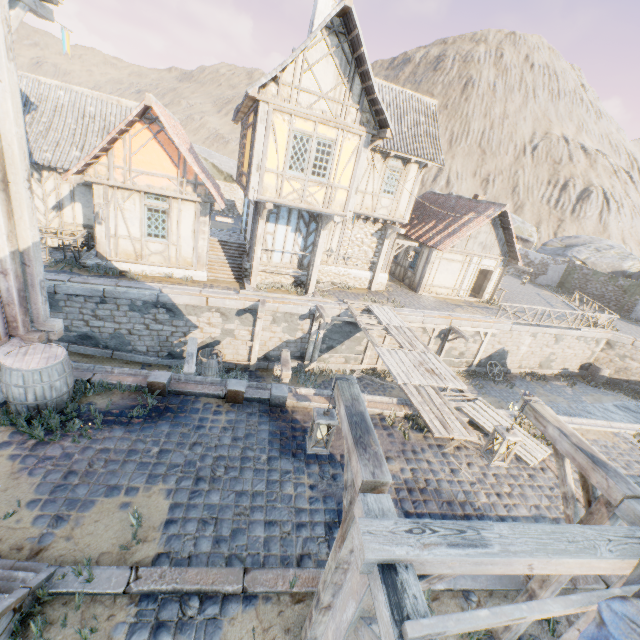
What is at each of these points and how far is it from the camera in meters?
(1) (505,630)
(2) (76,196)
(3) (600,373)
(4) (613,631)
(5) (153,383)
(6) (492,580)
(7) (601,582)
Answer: (1) street light, 4.2
(2) building, 13.6
(3) barrel, 21.2
(4) fabric, 1.9
(5) stone blocks, 7.0
(6) stone blocks, 5.0
(7) stone blocks, 5.4

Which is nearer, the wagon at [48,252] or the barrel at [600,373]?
the wagon at [48,252]

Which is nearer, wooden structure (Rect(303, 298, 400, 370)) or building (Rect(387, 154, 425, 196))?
wooden structure (Rect(303, 298, 400, 370))

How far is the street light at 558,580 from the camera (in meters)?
3.71

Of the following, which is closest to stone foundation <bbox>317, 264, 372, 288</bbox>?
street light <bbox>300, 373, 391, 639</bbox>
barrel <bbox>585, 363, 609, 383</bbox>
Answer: street light <bbox>300, 373, 391, 639</bbox>

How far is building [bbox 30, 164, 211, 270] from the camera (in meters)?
12.28

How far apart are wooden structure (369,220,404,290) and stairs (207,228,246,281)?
7.1 meters

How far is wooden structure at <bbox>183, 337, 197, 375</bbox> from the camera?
8.04m
